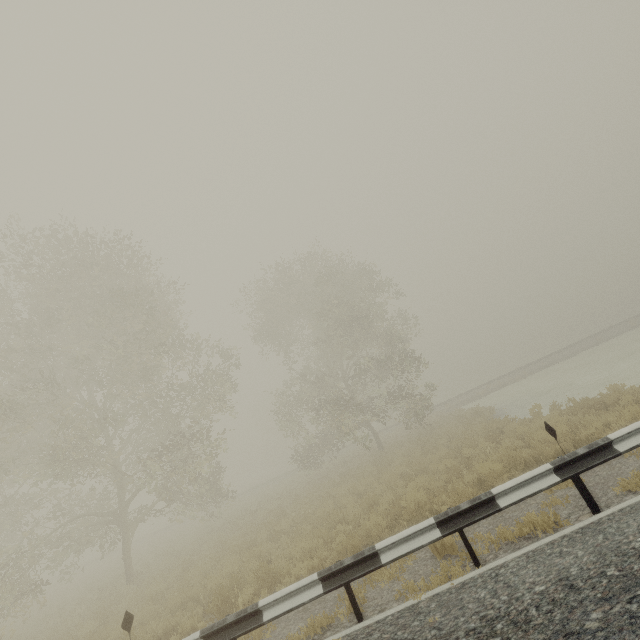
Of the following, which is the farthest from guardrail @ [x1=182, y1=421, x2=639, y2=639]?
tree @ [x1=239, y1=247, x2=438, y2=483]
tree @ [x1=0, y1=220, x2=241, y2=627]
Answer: tree @ [x1=239, y1=247, x2=438, y2=483]

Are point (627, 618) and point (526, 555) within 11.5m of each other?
yes

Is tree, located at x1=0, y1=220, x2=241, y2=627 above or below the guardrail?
above

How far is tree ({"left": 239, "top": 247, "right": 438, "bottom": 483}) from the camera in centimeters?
2039cm

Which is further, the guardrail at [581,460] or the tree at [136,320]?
the tree at [136,320]

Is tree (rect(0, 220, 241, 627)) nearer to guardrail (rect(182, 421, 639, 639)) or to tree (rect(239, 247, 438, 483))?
guardrail (rect(182, 421, 639, 639))

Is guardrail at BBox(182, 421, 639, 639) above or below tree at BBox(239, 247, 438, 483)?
below

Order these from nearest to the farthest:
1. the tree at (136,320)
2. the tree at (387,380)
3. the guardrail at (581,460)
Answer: the guardrail at (581,460) < the tree at (136,320) < the tree at (387,380)
